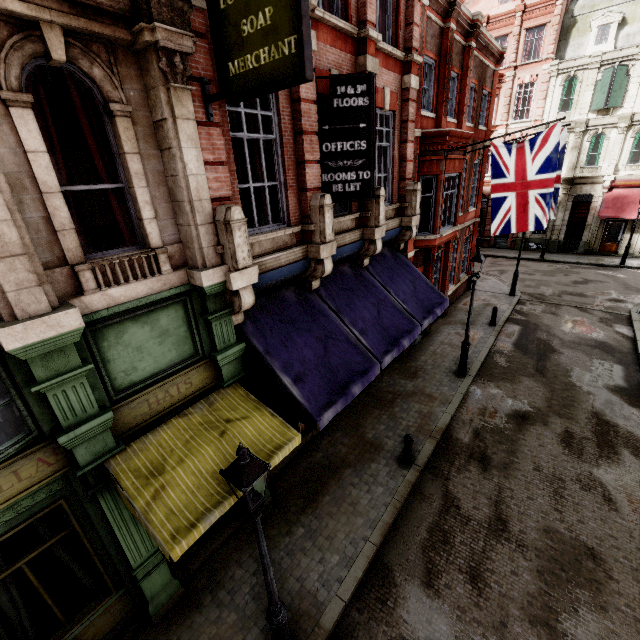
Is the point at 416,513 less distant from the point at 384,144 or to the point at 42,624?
the point at 42,624

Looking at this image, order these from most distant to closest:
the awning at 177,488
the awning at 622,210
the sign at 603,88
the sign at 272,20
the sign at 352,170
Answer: the awning at 622,210 → the sign at 603,88 → the sign at 352,170 → the awning at 177,488 → the sign at 272,20

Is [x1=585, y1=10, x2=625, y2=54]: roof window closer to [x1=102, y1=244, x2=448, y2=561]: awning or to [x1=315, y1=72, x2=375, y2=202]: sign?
[x1=102, y1=244, x2=448, y2=561]: awning

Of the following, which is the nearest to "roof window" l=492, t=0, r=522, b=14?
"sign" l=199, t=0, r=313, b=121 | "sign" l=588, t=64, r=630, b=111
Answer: "sign" l=588, t=64, r=630, b=111

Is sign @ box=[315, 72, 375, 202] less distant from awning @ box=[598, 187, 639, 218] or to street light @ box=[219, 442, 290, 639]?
street light @ box=[219, 442, 290, 639]

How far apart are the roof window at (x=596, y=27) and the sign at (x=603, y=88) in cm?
155

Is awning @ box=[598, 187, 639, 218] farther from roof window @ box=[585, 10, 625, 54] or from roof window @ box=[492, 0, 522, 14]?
roof window @ box=[492, 0, 522, 14]

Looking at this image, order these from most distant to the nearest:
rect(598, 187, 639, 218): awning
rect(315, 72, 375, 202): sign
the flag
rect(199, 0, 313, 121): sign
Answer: rect(598, 187, 639, 218): awning, the flag, rect(315, 72, 375, 202): sign, rect(199, 0, 313, 121): sign
